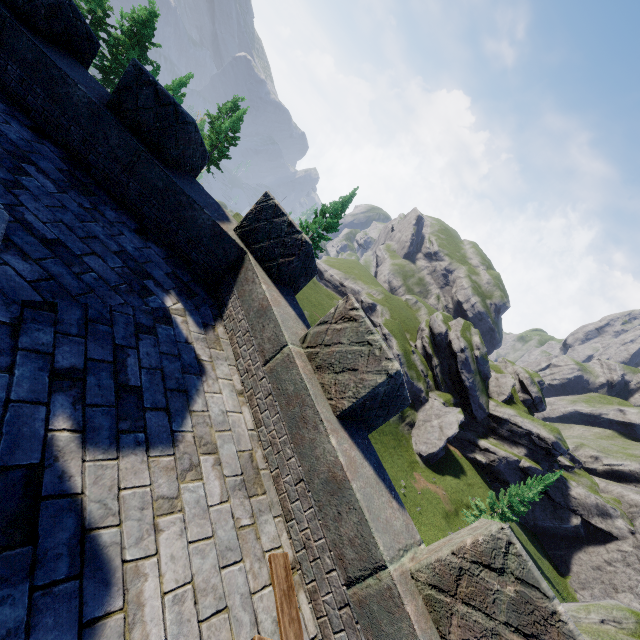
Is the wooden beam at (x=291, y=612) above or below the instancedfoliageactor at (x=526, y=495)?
above

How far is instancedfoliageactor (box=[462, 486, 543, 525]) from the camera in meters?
33.2 m

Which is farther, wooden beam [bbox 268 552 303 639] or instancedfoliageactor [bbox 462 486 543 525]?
instancedfoliageactor [bbox 462 486 543 525]

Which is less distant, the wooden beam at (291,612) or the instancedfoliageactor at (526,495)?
the wooden beam at (291,612)

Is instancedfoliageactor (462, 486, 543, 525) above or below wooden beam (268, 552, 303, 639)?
below

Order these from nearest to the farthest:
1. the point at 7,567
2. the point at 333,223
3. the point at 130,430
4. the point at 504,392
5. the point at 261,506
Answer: the point at 7,567 → the point at 130,430 → the point at 261,506 → the point at 333,223 → the point at 504,392
